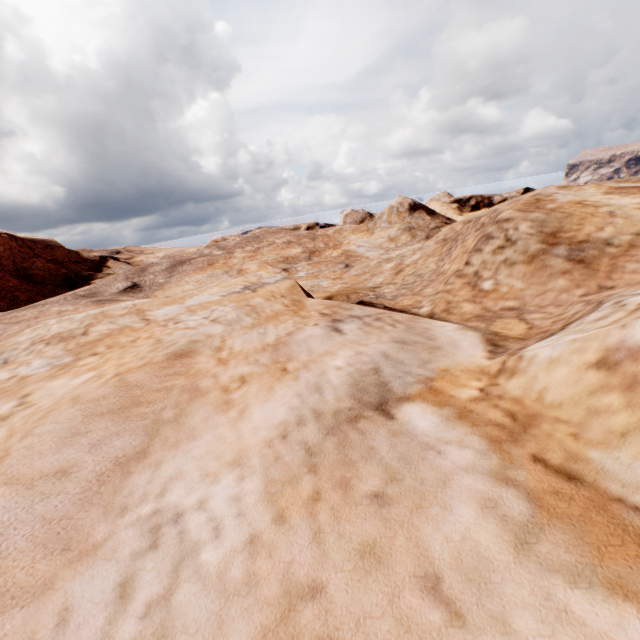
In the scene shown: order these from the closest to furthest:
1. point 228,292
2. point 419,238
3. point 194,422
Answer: point 194,422
point 228,292
point 419,238
